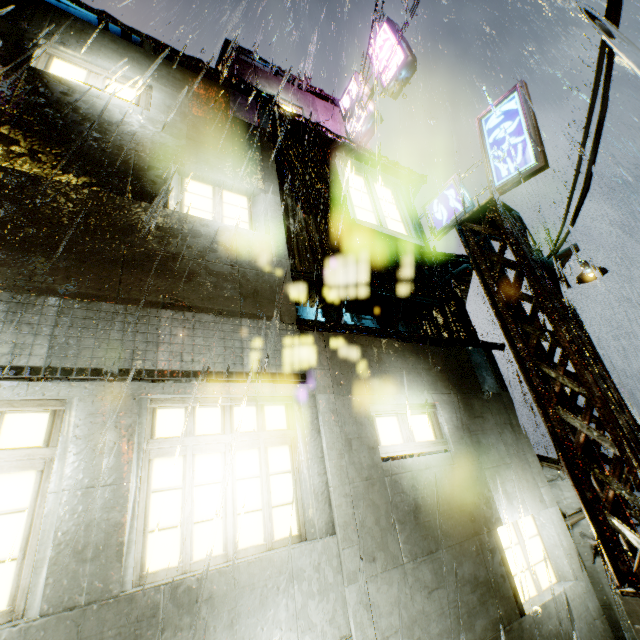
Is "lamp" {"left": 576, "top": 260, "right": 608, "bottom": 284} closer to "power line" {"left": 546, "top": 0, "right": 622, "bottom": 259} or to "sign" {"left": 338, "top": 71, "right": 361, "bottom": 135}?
"power line" {"left": 546, "top": 0, "right": 622, "bottom": 259}

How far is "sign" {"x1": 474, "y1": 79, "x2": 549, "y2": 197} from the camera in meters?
7.2

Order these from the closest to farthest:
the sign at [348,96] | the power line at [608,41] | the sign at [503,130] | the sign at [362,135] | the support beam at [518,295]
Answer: the power line at [608,41], the support beam at [518,295], the sign at [503,130], the sign at [362,135], the sign at [348,96]

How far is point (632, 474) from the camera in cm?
473

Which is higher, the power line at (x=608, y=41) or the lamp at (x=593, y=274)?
the lamp at (x=593, y=274)

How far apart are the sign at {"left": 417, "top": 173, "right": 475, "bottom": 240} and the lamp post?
1.98m

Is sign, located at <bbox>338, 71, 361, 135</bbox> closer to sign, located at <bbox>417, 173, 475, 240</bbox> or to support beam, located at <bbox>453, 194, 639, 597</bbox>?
sign, located at <bbox>417, 173, 475, 240</bbox>

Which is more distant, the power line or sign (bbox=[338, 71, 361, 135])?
sign (bbox=[338, 71, 361, 135])
